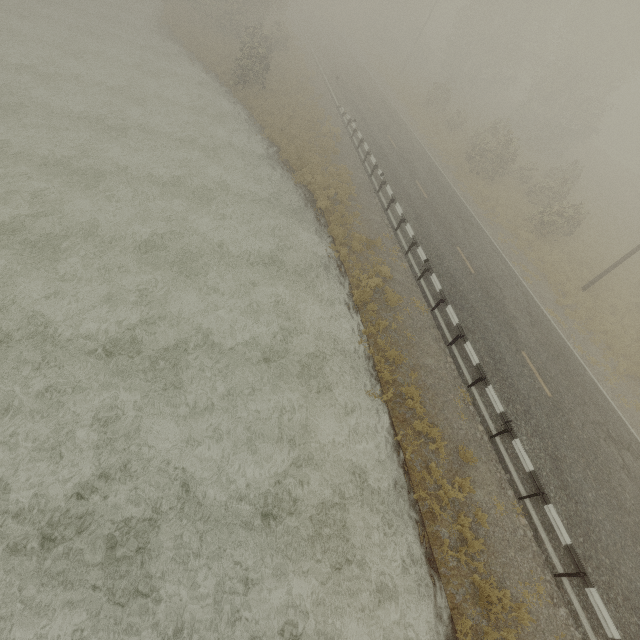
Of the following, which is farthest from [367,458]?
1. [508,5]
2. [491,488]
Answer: [508,5]
